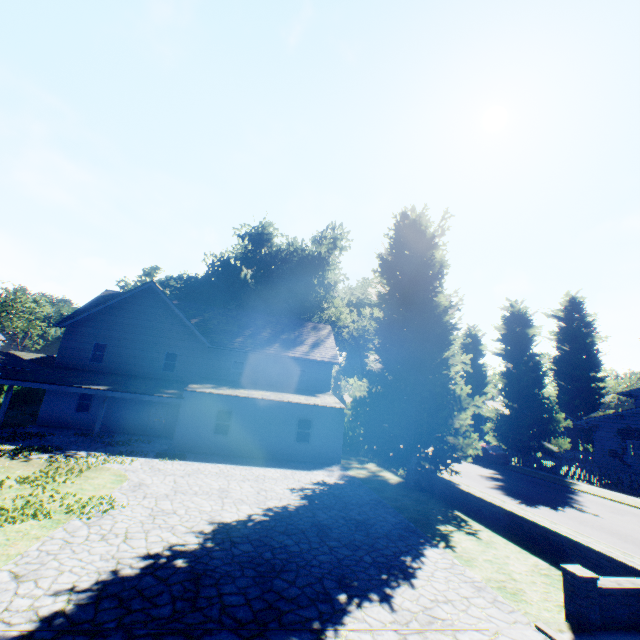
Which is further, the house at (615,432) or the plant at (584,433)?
the plant at (584,433)

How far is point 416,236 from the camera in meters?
18.6

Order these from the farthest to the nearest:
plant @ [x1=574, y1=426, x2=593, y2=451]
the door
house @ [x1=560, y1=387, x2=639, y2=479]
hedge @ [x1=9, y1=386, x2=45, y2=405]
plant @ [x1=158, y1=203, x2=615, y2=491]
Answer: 1. plant @ [x1=574, y1=426, x2=593, y2=451]
2. hedge @ [x1=9, y1=386, x2=45, y2=405]
3. house @ [x1=560, y1=387, x2=639, y2=479]
4. the door
5. plant @ [x1=158, y1=203, x2=615, y2=491]

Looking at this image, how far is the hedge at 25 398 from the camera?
30.46m

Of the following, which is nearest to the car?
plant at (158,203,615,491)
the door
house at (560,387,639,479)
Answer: plant at (158,203,615,491)

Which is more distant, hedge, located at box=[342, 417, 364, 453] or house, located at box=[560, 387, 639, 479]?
hedge, located at box=[342, 417, 364, 453]

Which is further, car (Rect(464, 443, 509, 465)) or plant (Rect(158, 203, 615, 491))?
car (Rect(464, 443, 509, 465))

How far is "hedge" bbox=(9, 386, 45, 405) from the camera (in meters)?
30.46
